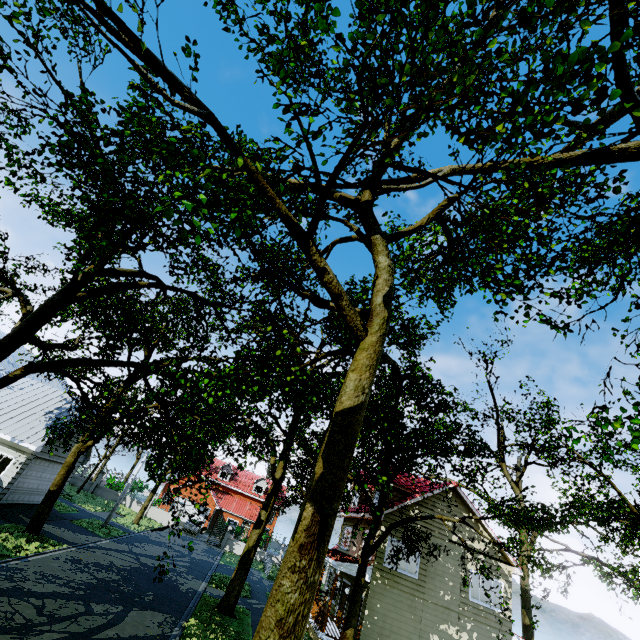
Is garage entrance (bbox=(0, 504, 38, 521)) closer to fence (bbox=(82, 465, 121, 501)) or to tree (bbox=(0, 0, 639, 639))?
tree (bbox=(0, 0, 639, 639))

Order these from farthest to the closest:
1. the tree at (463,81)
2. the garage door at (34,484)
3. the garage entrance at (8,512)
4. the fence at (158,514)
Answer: the fence at (158,514) → the garage door at (34,484) → the garage entrance at (8,512) → the tree at (463,81)

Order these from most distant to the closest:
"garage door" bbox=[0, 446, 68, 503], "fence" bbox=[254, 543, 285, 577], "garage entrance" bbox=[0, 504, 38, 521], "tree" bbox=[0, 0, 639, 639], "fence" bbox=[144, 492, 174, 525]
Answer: "fence" bbox=[144, 492, 174, 525]
"fence" bbox=[254, 543, 285, 577]
"garage door" bbox=[0, 446, 68, 503]
"garage entrance" bbox=[0, 504, 38, 521]
"tree" bbox=[0, 0, 639, 639]

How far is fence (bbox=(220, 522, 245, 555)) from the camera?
36.1 meters

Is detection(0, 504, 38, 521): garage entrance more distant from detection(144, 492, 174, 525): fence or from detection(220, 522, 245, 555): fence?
detection(144, 492, 174, 525): fence

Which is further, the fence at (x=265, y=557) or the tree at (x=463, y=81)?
the fence at (x=265, y=557)

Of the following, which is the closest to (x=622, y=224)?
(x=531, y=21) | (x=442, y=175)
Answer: (x=442, y=175)
